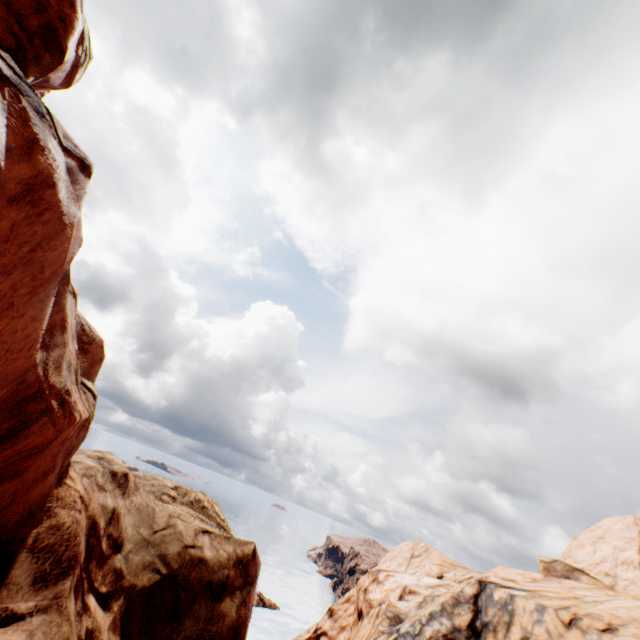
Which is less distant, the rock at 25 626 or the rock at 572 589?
the rock at 25 626

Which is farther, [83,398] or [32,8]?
[83,398]

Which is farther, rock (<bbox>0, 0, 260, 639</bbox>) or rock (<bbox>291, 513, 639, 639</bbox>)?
rock (<bbox>291, 513, 639, 639</bbox>)
